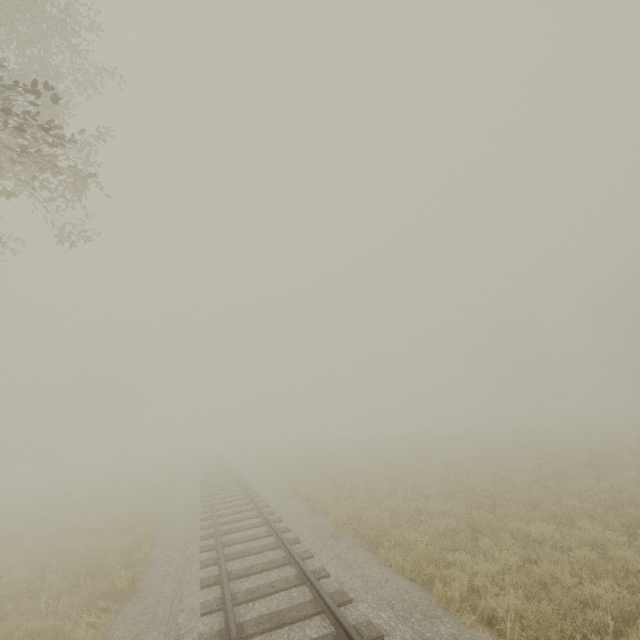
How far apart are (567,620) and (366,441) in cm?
3035
